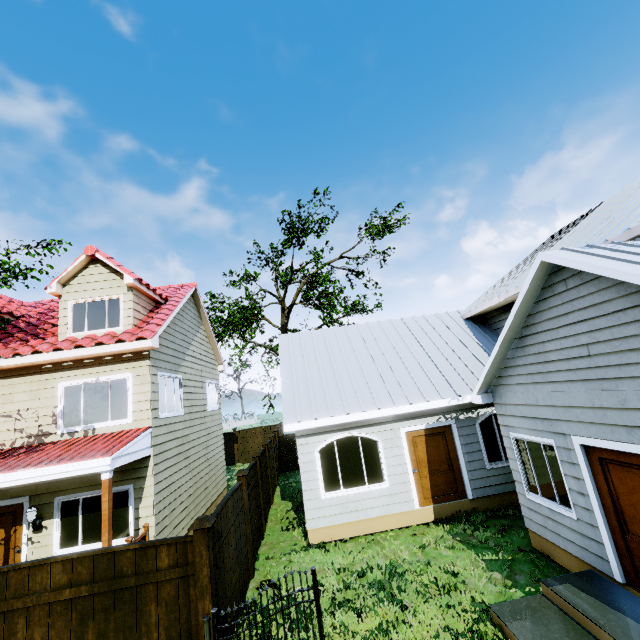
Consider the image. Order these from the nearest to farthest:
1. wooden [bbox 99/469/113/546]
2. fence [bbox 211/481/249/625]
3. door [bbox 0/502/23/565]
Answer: fence [bbox 211/481/249/625] < wooden [bbox 99/469/113/546] < door [bbox 0/502/23/565]

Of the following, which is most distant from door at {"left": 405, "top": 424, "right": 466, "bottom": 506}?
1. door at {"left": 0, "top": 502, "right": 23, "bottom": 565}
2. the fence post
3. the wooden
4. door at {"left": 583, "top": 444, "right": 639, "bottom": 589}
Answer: door at {"left": 0, "top": 502, "right": 23, "bottom": 565}

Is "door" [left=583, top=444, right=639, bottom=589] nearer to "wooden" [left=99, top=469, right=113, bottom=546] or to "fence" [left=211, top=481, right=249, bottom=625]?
"fence" [left=211, top=481, right=249, bottom=625]

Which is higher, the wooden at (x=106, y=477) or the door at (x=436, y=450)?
the wooden at (x=106, y=477)

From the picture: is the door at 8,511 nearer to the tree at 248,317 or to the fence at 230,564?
the fence at 230,564

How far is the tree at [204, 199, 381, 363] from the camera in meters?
19.4

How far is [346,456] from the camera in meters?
9.5

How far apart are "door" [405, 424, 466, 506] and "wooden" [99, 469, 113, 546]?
7.62m
